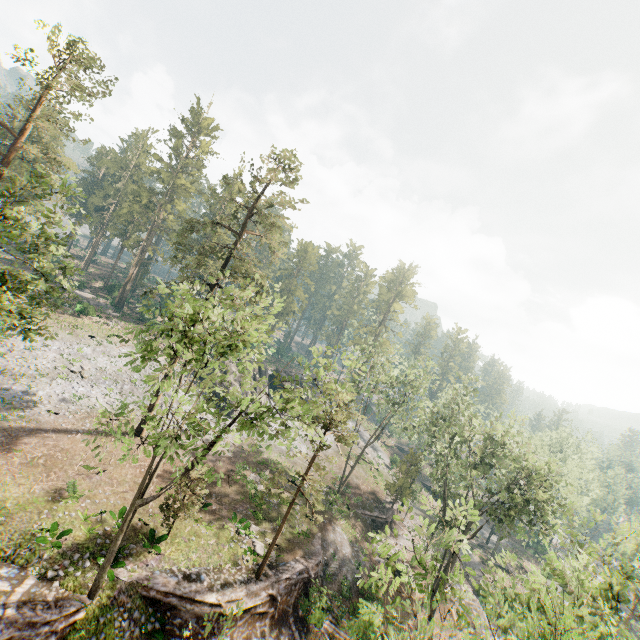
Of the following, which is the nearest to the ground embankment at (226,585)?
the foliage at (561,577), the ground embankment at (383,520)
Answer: the foliage at (561,577)

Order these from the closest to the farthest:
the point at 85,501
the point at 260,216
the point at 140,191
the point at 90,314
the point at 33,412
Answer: the point at 85,501 → the point at 33,412 → the point at 260,216 → the point at 90,314 → the point at 140,191

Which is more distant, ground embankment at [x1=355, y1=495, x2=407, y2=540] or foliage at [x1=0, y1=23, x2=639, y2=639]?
ground embankment at [x1=355, y1=495, x2=407, y2=540]

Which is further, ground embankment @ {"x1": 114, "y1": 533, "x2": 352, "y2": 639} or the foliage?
ground embankment @ {"x1": 114, "y1": 533, "x2": 352, "y2": 639}

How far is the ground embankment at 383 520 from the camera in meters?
38.2

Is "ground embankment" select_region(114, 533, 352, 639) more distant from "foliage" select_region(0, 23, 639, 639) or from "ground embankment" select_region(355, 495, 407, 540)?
"ground embankment" select_region(355, 495, 407, 540)

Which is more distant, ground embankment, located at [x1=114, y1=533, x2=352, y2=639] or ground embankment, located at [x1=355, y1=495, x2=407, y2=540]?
ground embankment, located at [x1=355, y1=495, x2=407, y2=540]
